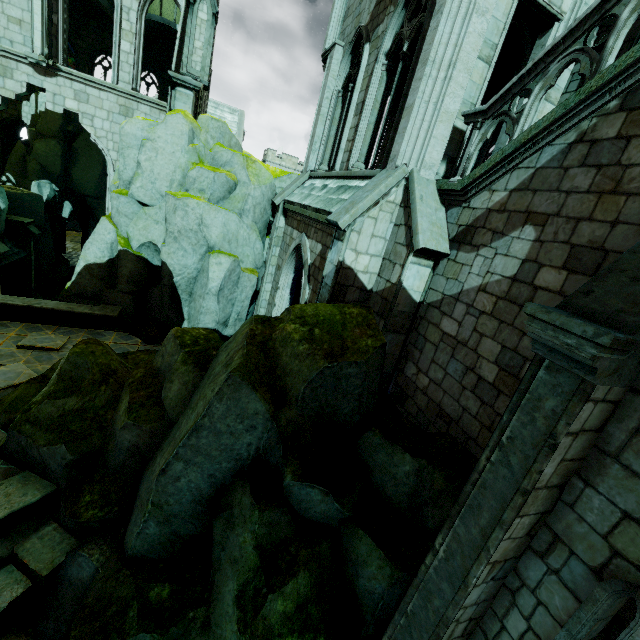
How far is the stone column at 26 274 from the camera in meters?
19.7

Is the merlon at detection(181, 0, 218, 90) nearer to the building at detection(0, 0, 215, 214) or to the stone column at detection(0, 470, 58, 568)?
the building at detection(0, 0, 215, 214)

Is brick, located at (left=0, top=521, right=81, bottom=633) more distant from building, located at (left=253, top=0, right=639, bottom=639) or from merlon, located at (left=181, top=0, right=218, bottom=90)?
merlon, located at (left=181, top=0, right=218, bottom=90)

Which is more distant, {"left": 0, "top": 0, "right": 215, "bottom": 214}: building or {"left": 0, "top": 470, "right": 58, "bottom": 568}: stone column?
{"left": 0, "top": 0, "right": 215, "bottom": 214}: building

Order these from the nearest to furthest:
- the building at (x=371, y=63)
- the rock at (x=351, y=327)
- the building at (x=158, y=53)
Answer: the building at (x=371, y=63) → the rock at (x=351, y=327) → the building at (x=158, y=53)

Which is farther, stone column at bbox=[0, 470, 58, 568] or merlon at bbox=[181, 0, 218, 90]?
merlon at bbox=[181, 0, 218, 90]

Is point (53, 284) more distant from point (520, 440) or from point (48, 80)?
point (520, 440)

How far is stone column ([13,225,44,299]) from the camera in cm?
1972
